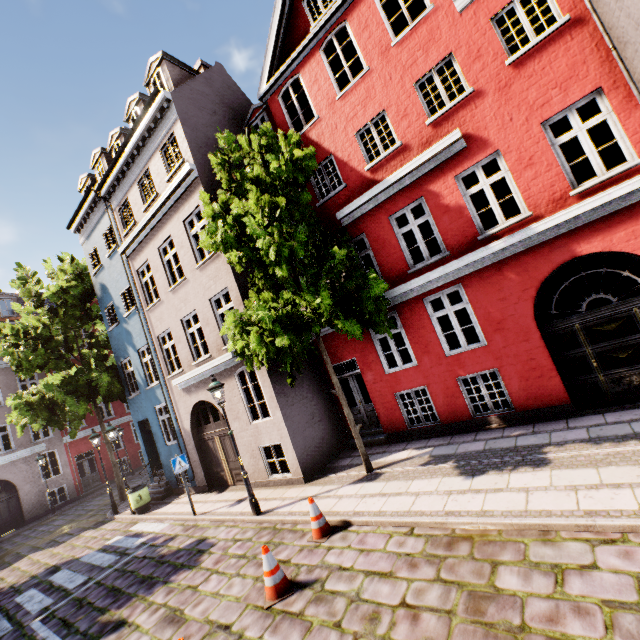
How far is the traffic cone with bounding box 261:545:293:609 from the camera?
5.1m

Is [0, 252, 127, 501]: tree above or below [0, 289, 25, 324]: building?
below

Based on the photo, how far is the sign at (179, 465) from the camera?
10.1m

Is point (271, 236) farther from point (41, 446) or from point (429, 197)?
point (41, 446)

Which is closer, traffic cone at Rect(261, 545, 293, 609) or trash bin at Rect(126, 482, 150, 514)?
traffic cone at Rect(261, 545, 293, 609)

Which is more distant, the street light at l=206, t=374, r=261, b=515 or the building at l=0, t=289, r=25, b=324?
the building at l=0, t=289, r=25, b=324

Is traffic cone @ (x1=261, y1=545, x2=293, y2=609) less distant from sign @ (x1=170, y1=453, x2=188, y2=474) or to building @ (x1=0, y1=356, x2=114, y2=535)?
building @ (x1=0, y1=356, x2=114, y2=535)

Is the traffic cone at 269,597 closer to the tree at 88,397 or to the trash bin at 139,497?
the trash bin at 139,497
